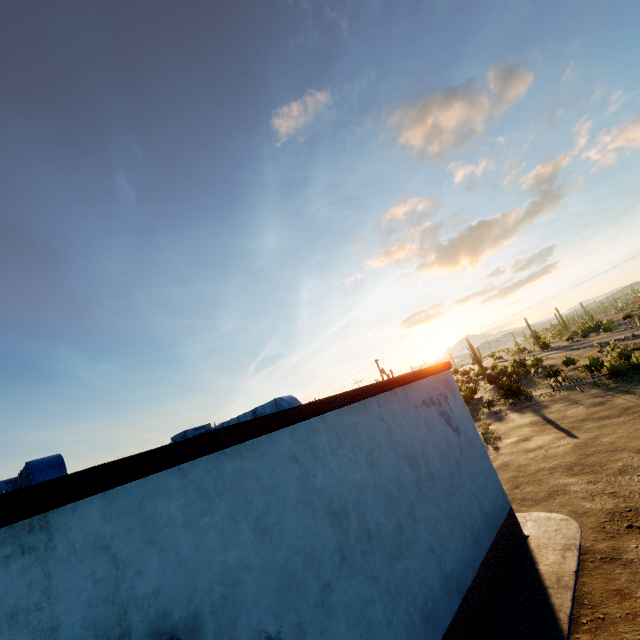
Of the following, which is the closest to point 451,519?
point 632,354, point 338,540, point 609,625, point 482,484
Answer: point 482,484

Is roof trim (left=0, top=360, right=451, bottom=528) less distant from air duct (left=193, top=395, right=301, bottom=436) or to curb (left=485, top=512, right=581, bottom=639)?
air duct (left=193, top=395, right=301, bottom=436)

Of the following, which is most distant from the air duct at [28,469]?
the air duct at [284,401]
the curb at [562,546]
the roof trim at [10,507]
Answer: the curb at [562,546]

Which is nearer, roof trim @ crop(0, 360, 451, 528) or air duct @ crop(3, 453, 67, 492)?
roof trim @ crop(0, 360, 451, 528)

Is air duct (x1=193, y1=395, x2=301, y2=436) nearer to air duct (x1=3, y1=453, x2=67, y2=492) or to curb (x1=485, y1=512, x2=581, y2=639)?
air duct (x1=3, y1=453, x2=67, y2=492)

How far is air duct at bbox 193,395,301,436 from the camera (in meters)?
8.48

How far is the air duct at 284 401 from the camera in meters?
8.5 m

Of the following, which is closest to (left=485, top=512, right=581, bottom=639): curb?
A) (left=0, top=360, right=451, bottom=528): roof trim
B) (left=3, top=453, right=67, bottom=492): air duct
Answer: (left=0, top=360, right=451, bottom=528): roof trim
